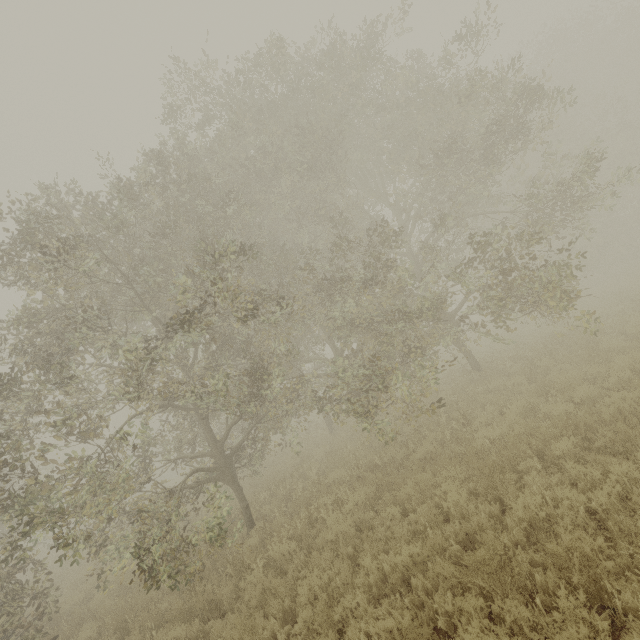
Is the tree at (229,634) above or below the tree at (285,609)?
above

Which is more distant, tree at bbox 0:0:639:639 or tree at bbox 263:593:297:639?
tree at bbox 0:0:639:639

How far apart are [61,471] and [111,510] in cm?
134

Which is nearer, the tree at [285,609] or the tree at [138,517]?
the tree at [285,609]

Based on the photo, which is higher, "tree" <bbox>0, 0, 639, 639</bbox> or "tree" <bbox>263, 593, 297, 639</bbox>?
"tree" <bbox>0, 0, 639, 639</bbox>
